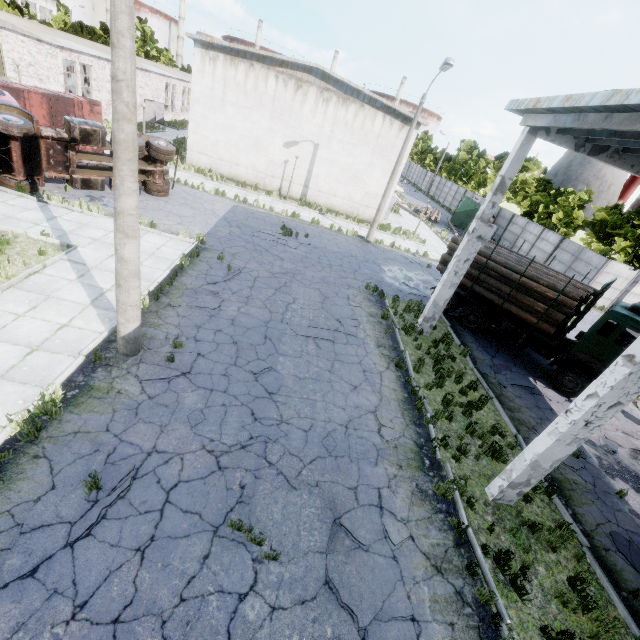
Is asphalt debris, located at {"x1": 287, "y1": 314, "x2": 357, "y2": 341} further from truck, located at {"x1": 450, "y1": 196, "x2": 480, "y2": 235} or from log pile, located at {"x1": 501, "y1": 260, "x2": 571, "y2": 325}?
truck, located at {"x1": 450, "y1": 196, "x2": 480, "y2": 235}

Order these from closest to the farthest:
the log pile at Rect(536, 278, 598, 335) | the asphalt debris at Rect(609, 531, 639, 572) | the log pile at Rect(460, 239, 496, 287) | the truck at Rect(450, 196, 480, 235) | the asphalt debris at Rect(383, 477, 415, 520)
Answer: the asphalt debris at Rect(383, 477, 415, 520), the asphalt debris at Rect(609, 531, 639, 572), the log pile at Rect(536, 278, 598, 335), the log pile at Rect(460, 239, 496, 287), the truck at Rect(450, 196, 480, 235)

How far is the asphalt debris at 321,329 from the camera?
11.02m

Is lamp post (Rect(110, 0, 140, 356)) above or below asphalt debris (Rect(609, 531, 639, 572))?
above

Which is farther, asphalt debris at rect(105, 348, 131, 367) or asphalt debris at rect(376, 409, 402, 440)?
asphalt debris at rect(376, 409, 402, 440)

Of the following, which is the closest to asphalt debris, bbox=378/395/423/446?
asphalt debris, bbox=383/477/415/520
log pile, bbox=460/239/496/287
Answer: asphalt debris, bbox=383/477/415/520

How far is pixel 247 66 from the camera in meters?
21.8

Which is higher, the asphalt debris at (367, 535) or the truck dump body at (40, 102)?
the truck dump body at (40, 102)
